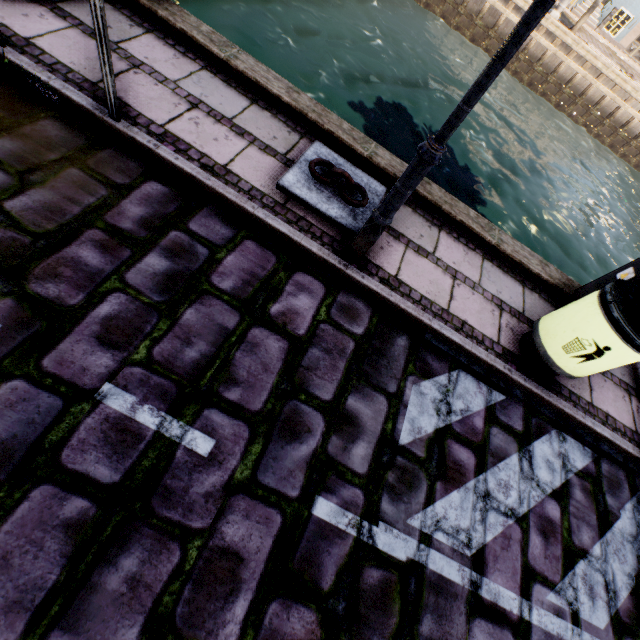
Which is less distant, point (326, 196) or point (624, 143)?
point (326, 196)

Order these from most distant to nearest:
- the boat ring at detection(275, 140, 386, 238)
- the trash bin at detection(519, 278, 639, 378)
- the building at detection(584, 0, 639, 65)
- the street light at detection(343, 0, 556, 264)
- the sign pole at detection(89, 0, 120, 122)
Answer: the building at detection(584, 0, 639, 65) < the boat ring at detection(275, 140, 386, 238) < the trash bin at detection(519, 278, 639, 378) < the sign pole at detection(89, 0, 120, 122) < the street light at detection(343, 0, 556, 264)

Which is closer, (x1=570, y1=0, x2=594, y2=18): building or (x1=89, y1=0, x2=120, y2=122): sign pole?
(x1=89, y1=0, x2=120, y2=122): sign pole

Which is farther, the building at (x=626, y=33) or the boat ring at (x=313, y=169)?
the building at (x=626, y=33)

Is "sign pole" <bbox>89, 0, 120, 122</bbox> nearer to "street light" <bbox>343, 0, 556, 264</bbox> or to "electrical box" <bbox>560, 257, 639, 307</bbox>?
"street light" <bbox>343, 0, 556, 264</bbox>

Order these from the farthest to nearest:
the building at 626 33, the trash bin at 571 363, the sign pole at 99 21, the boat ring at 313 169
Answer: the building at 626 33, the boat ring at 313 169, the trash bin at 571 363, the sign pole at 99 21

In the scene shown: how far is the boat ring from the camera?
3.22m

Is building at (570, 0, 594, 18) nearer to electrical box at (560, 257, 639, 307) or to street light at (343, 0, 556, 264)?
street light at (343, 0, 556, 264)
